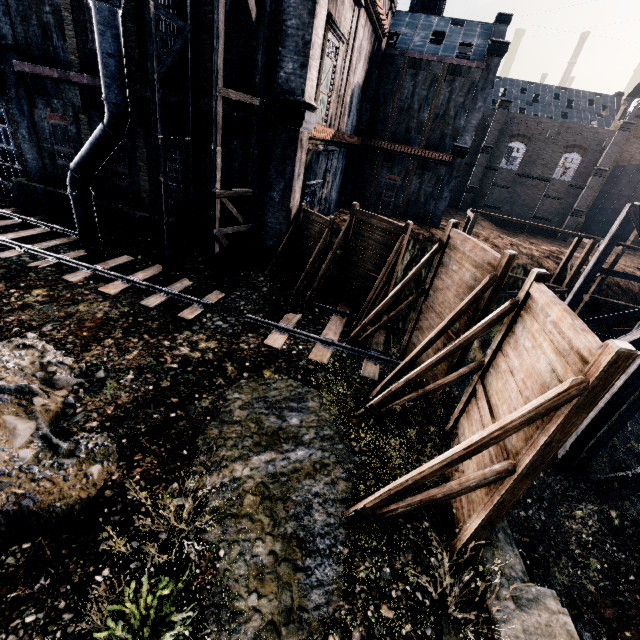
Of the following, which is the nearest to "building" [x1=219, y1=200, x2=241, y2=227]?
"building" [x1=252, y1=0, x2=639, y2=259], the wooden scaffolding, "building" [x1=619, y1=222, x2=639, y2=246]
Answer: "building" [x1=252, y1=0, x2=639, y2=259]

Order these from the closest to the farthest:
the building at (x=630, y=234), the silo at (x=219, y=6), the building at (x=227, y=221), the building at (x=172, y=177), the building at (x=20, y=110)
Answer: the silo at (x=219, y=6) → the building at (x=20, y=110) → the building at (x=172, y=177) → the building at (x=227, y=221) → the building at (x=630, y=234)

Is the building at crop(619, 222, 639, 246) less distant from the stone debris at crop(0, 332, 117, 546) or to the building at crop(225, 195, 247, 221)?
the building at crop(225, 195, 247, 221)

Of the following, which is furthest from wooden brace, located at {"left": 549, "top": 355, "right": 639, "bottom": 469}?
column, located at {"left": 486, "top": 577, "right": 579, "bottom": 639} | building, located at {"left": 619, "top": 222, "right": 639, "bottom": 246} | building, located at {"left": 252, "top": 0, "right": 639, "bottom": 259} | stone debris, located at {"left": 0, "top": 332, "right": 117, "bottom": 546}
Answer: building, located at {"left": 619, "top": 222, "right": 639, "bottom": 246}

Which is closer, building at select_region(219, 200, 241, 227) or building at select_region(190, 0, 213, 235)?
building at select_region(190, 0, 213, 235)

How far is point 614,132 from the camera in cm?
4012

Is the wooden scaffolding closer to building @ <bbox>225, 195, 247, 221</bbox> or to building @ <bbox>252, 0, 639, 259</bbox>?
building @ <bbox>252, 0, 639, 259</bbox>

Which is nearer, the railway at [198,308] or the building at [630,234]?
the railway at [198,308]
